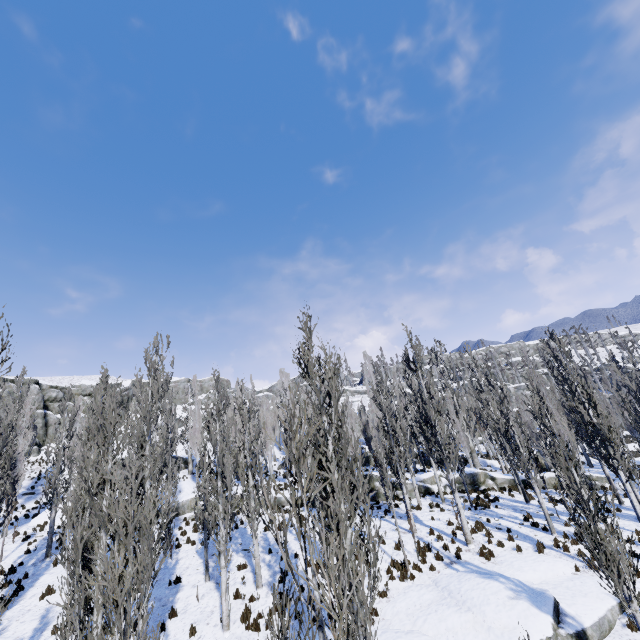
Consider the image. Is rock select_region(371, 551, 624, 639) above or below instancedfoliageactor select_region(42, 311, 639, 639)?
below

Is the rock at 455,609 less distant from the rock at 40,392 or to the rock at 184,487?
the rock at 184,487

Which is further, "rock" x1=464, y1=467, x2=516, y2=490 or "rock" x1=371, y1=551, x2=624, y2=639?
"rock" x1=464, y1=467, x2=516, y2=490

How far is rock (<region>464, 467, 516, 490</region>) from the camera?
24.25m

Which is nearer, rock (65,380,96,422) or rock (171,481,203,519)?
rock (171,481,203,519)

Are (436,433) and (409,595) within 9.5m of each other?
yes

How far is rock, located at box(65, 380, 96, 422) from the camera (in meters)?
48.81

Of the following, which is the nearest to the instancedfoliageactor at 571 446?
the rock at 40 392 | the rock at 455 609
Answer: the rock at 455 609
